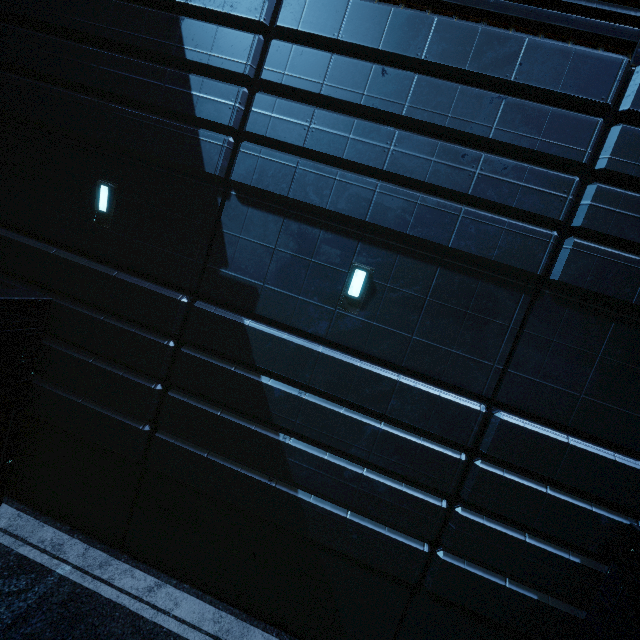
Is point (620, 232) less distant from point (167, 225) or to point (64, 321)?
point (167, 225)
